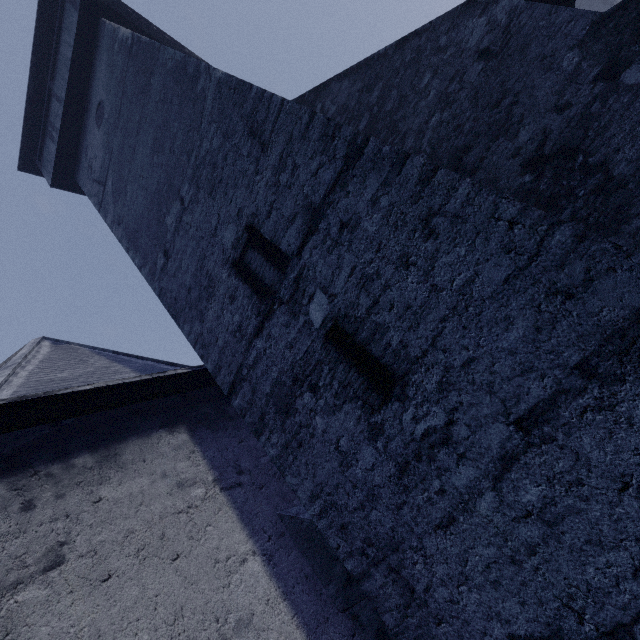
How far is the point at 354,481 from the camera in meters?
3.0
